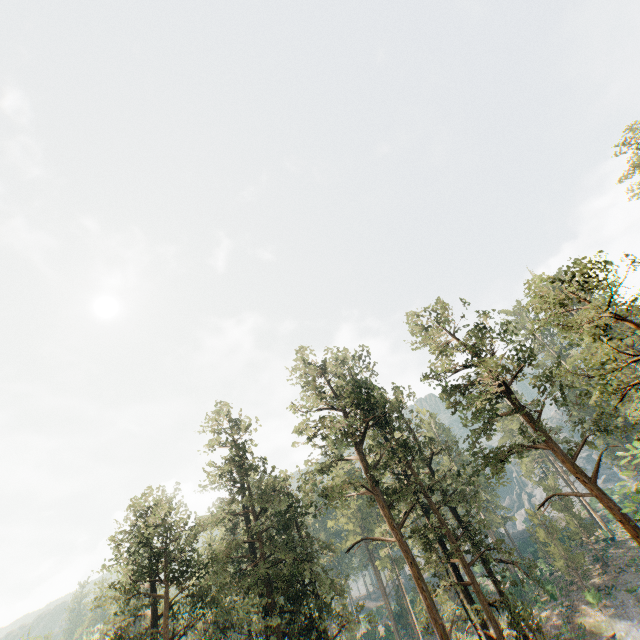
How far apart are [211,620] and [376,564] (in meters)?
30.43
